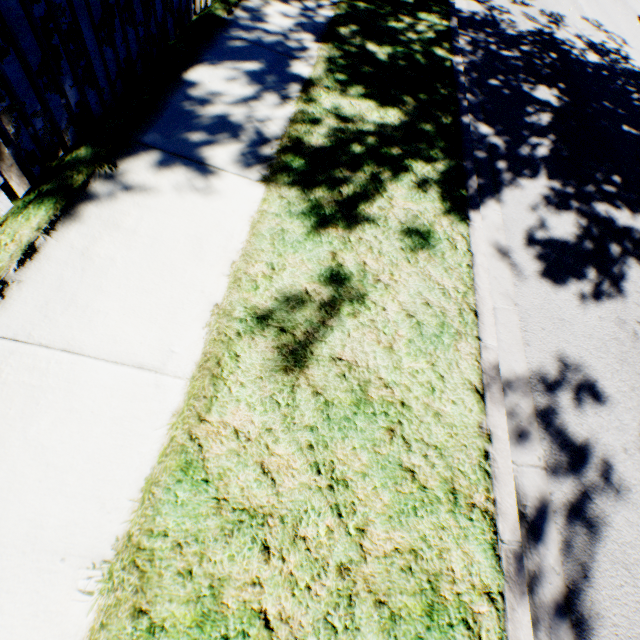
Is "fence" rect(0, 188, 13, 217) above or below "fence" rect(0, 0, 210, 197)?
below

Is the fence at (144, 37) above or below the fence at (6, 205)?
above

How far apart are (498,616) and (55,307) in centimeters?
295cm
